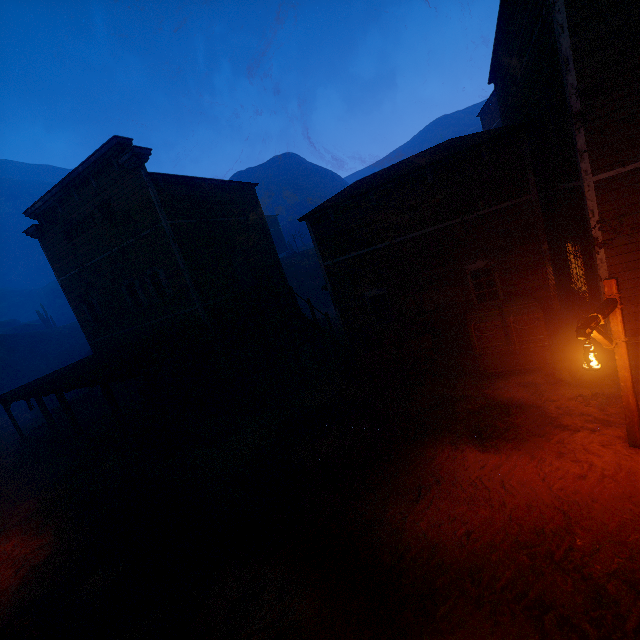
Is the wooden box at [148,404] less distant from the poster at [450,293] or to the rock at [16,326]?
the poster at [450,293]

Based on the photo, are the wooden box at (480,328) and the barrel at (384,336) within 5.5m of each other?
yes

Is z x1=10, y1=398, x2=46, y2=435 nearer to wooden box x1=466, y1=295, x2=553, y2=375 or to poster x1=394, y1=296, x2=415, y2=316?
wooden box x1=466, y1=295, x2=553, y2=375

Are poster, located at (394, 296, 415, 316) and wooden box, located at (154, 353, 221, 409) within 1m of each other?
no

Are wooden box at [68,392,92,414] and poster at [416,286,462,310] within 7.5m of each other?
no

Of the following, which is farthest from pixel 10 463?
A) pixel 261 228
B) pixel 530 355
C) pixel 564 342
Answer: pixel 564 342

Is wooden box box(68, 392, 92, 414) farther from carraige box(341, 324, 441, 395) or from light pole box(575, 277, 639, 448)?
light pole box(575, 277, 639, 448)

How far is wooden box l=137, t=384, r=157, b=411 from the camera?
15.6 meters
